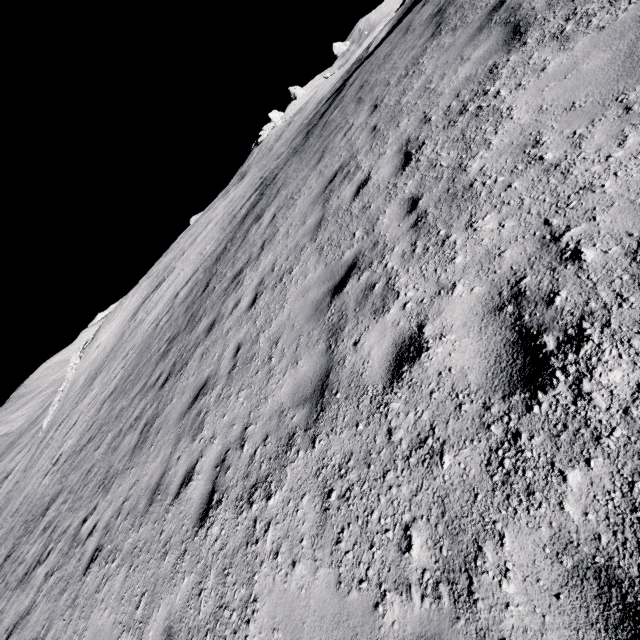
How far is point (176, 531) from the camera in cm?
441
